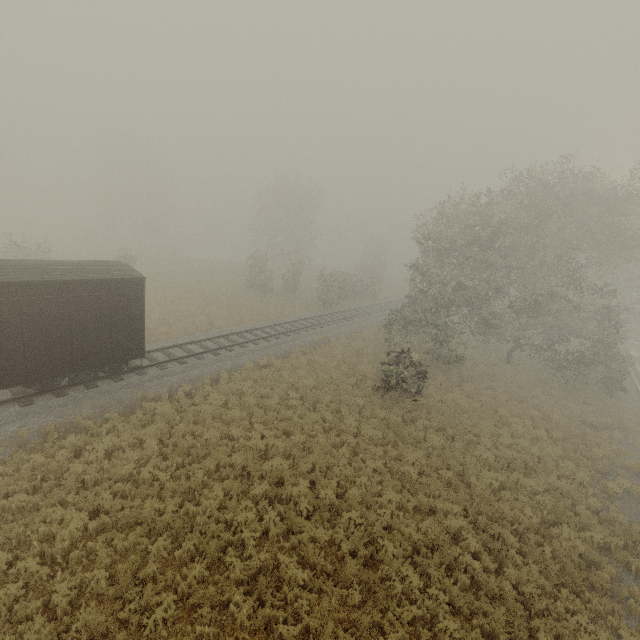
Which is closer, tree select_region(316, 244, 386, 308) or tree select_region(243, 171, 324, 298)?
tree select_region(316, 244, 386, 308)

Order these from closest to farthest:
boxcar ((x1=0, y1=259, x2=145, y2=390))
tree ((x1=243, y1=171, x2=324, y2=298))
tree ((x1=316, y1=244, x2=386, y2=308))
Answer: boxcar ((x1=0, y1=259, x2=145, y2=390)) → tree ((x1=316, y1=244, x2=386, y2=308)) → tree ((x1=243, y1=171, x2=324, y2=298))

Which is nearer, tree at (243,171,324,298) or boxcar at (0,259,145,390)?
boxcar at (0,259,145,390)

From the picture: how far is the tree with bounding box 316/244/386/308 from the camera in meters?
33.0

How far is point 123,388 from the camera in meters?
14.0 m

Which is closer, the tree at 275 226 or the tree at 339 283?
the tree at 339 283

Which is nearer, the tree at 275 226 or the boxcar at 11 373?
the boxcar at 11 373
